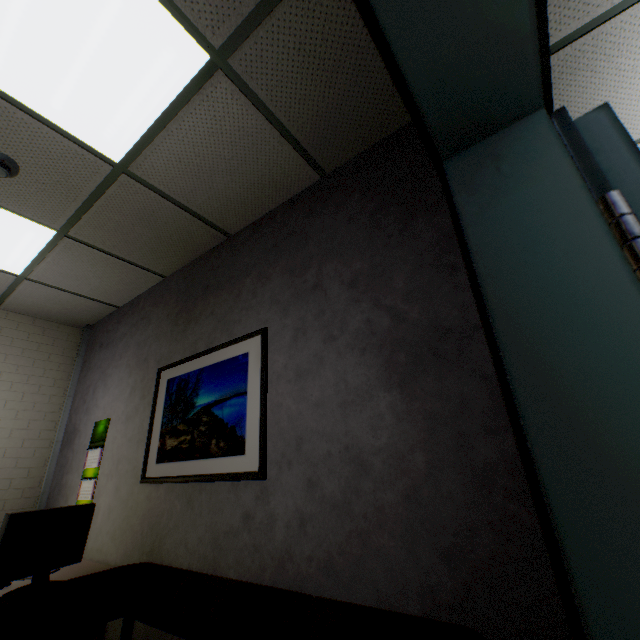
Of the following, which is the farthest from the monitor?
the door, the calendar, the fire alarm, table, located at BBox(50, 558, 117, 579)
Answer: the door

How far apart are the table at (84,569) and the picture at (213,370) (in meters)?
0.59

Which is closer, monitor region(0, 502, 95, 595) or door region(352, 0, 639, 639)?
door region(352, 0, 639, 639)

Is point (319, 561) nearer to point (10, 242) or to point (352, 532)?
point (352, 532)

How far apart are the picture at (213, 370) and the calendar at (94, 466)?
0.8m

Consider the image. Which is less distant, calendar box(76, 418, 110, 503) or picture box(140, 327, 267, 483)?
picture box(140, 327, 267, 483)

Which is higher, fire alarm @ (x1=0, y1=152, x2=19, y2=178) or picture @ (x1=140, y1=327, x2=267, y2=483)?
fire alarm @ (x1=0, y1=152, x2=19, y2=178)

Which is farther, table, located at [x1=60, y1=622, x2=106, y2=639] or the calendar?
the calendar
